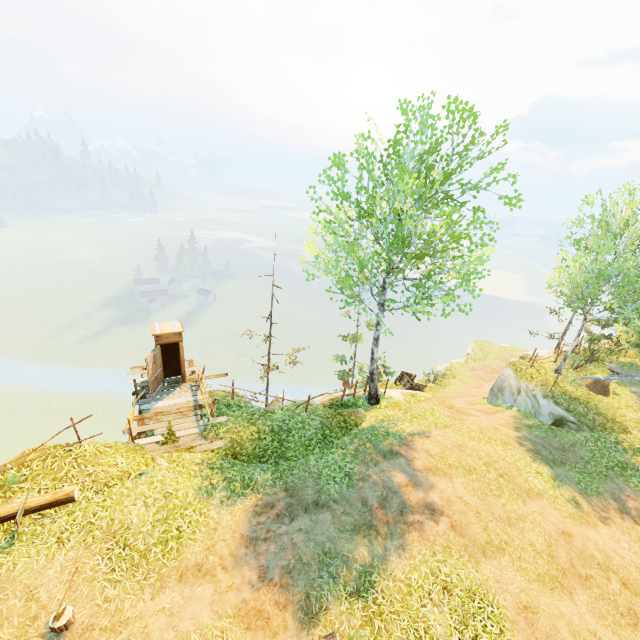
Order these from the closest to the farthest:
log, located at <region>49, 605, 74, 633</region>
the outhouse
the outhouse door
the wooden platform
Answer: log, located at <region>49, 605, 74, 633</region> → the wooden platform → the outhouse door → the outhouse

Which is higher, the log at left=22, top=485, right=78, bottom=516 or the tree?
the tree

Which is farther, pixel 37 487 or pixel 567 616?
pixel 37 487

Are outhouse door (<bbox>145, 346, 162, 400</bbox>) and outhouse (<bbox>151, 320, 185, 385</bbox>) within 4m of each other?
yes

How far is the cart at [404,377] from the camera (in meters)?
20.31

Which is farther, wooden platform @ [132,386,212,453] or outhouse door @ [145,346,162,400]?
outhouse door @ [145,346,162,400]

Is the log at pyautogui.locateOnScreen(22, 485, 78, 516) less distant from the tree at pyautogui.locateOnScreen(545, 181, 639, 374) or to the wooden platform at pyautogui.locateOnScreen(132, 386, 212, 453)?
the wooden platform at pyautogui.locateOnScreen(132, 386, 212, 453)

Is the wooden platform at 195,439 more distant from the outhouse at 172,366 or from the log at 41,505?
the log at 41,505
